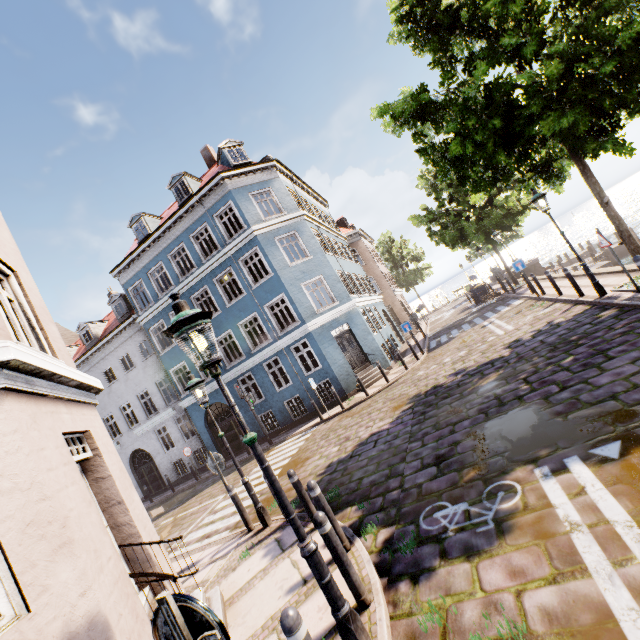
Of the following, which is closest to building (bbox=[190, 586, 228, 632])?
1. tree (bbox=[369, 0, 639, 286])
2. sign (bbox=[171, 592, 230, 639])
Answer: sign (bbox=[171, 592, 230, 639])

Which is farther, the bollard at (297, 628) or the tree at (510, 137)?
the tree at (510, 137)

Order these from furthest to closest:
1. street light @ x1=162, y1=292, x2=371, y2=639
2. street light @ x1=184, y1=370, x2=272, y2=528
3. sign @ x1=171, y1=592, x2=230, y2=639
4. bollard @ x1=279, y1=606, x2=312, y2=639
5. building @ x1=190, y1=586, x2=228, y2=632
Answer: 1. street light @ x1=184, y1=370, x2=272, y2=528
2. building @ x1=190, y1=586, x2=228, y2=632
3. street light @ x1=162, y1=292, x2=371, y2=639
4. bollard @ x1=279, y1=606, x2=312, y2=639
5. sign @ x1=171, y1=592, x2=230, y2=639

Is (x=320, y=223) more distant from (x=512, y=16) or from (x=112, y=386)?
(x=112, y=386)

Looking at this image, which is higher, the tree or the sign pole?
the tree

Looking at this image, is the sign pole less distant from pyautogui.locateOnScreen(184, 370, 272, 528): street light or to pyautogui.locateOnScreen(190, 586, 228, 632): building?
pyautogui.locateOnScreen(190, 586, 228, 632): building

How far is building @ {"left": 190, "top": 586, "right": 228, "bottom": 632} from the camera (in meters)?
4.64

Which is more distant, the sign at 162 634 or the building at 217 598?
the building at 217 598
